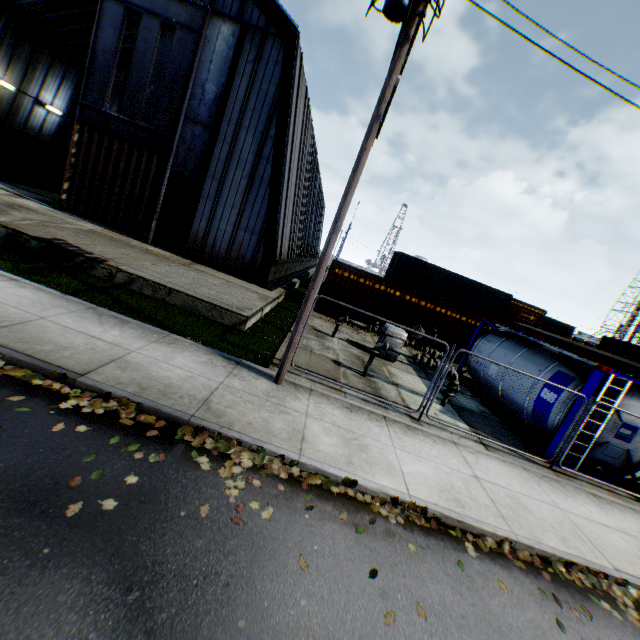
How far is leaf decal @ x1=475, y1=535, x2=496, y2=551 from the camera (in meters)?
4.98

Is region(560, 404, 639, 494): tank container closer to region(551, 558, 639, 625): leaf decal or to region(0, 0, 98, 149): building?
region(551, 558, 639, 625): leaf decal

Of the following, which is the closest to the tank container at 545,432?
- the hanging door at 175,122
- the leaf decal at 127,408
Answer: the leaf decal at 127,408

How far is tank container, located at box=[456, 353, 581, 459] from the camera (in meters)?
8.92

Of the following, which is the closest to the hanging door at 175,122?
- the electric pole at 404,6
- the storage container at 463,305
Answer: the electric pole at 404,6

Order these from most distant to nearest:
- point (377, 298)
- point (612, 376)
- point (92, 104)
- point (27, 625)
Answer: point (377, 298) < point (92, 104) < point (612, 376) < point (27, 625)

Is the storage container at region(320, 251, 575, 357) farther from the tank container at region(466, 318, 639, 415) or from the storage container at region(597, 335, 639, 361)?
the tank container at region(466, 318, 639, 415)

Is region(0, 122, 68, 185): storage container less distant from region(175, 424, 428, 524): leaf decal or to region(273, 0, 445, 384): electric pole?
region(273, 0, 445, 384): electric pole
